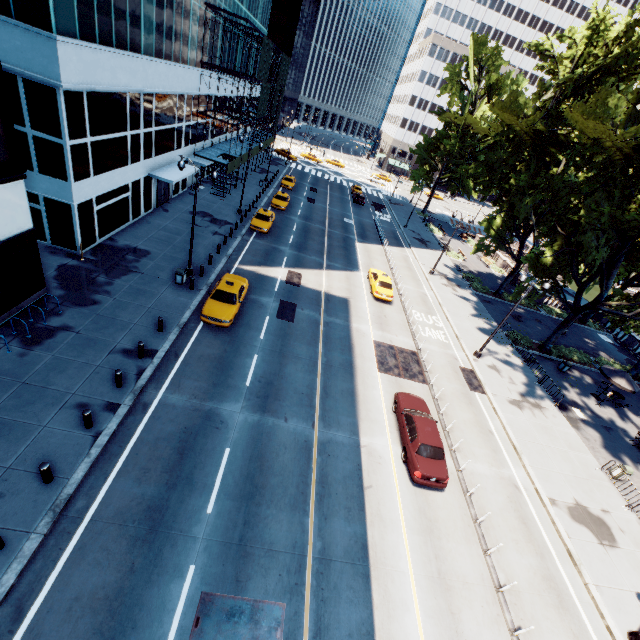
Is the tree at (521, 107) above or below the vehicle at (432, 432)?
above

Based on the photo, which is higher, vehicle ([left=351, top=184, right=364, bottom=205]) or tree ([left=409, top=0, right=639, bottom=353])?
tree ([left=409, top=0, right=639, bottom=353])

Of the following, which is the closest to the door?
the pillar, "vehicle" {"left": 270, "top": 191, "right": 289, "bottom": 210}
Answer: "vehicle" {"left": 270, "top": 191, "right": 289, "bottom": 210}

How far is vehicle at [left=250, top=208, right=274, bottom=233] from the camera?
31.3m

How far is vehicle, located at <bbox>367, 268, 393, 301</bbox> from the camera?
27.67m

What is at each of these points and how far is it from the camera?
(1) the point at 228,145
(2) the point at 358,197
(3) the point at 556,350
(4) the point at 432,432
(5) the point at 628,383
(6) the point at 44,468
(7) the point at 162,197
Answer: (1) scaffolding, 41.3m
(2) vehicle, 53.7m
(3) bush, 30.6m
(4) vehicle, 15.6m
(5) umbrella, 24.2m
(6) pillar, 9.9m
(7) door, 29.8m

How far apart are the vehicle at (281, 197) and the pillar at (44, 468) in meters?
33.7

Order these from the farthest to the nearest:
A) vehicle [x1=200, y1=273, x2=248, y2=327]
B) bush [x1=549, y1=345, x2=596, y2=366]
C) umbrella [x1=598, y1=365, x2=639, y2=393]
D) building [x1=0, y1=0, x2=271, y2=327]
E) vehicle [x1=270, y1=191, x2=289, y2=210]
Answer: vehicle [x1=270, y1=191, x2=289, y2=210], bush [x1=549, y1=345, x2=596, y2=366], umbrella [x1=598, y1=365, x2=639, y2=393], vehicle [x1=200, y1=273, x2=248, y2=327], building [x1=0, y1=0, x2=271, y2=327]
